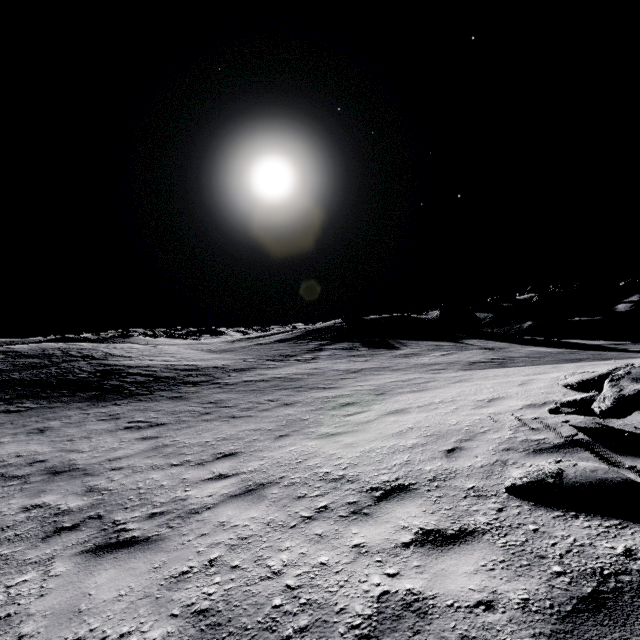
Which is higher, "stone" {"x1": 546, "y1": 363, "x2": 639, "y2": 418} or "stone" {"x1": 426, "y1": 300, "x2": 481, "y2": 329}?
"stone" {"x1": 426, "y1": 300, "x2": 481, "y2": 329}

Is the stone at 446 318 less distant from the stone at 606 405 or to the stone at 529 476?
the stone at 606 405

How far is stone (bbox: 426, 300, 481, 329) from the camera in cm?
3416

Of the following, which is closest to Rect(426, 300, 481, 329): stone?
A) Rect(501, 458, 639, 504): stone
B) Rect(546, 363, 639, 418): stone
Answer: Rect(546, 363, 639, 418): stone

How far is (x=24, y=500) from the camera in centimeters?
578cm

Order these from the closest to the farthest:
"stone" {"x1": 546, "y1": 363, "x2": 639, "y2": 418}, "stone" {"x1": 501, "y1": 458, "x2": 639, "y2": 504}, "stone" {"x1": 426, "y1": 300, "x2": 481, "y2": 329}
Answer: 1. "stone" {"x1": 501, "y1": 458, "x2": 639, "y2": 504}
2. "stone" {"x1": 546, "y1": 363, "x2": 639, "y2": 418}
3. "stone" {"x1": 426, "y1": 300, "x2": 481, "y2": 329}
